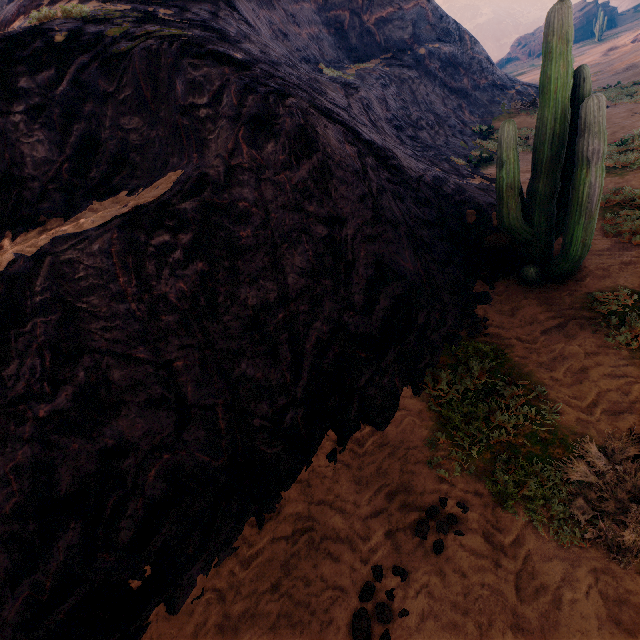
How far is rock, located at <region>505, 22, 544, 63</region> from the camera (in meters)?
53.44

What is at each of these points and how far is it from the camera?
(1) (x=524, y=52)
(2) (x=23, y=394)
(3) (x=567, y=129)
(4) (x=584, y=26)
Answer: (1) rock, 56.5m
(2) z, 3.6m
(3) instancedfoliageactor, 4.9m
(4) rock, 51.1m

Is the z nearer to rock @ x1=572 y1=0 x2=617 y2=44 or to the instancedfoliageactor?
the instancedfoliageactor

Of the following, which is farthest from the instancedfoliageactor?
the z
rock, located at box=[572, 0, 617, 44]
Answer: rock, located at box=[572, 0, 617, 44]

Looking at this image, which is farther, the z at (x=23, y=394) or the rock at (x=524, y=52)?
the rock at (x=524, y=52)

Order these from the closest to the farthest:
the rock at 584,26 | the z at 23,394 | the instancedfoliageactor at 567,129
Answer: the z at 23,394
the instancedfoliageactor at 567,129
the rock at 584,26
